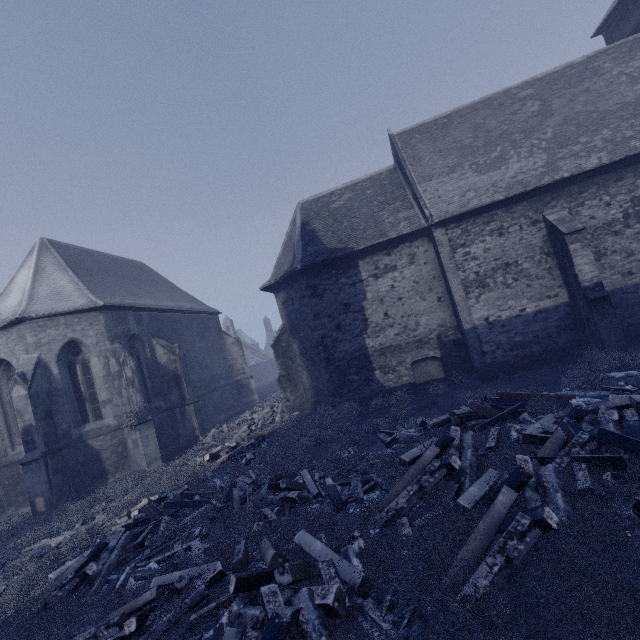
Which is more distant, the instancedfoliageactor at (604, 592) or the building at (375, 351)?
the building at (375, 351)

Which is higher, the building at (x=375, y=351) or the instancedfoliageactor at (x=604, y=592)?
the building at (x=375, y=351)

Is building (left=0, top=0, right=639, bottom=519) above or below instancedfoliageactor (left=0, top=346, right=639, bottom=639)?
above

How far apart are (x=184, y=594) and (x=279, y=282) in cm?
1415

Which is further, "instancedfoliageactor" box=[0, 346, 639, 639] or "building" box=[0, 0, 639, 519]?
"building" box=[0, 0, 639, 519]
